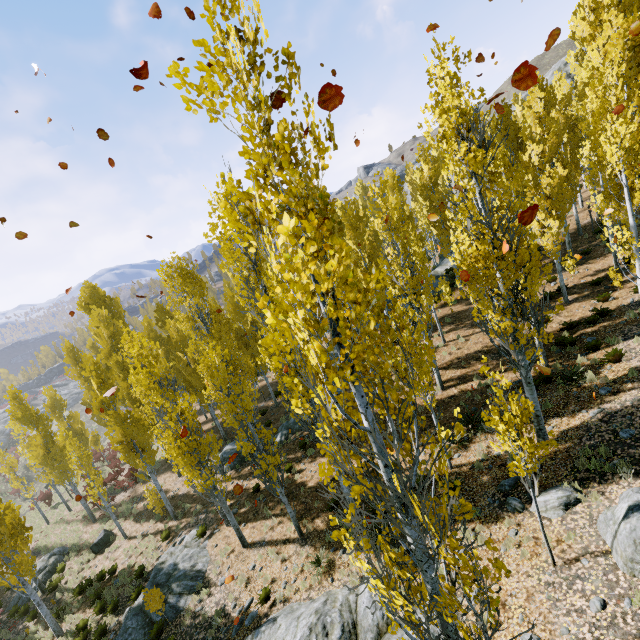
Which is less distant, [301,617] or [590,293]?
[301,617]

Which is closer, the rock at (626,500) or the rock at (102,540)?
the rock at (626,500)

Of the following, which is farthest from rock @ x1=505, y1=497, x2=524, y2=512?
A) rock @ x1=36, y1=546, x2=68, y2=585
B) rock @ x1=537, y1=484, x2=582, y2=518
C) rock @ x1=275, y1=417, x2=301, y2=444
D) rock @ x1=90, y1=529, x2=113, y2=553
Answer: rock @ x1=36, y1=546, x2=68, y2=585

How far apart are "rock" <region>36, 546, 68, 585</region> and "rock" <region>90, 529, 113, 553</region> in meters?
2.7

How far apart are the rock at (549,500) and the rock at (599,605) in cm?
210

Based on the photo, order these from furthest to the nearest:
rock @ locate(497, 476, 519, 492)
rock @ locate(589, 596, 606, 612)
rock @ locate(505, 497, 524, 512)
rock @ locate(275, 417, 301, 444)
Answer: rock @ locate(275, 417, 301, 444) → rock @ locate(497, 476, 519, 492) → rock @ locate(505, 497, 524, 512) → rock @ locate(589, 596, 606, 612)

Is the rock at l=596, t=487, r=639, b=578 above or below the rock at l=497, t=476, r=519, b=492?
above

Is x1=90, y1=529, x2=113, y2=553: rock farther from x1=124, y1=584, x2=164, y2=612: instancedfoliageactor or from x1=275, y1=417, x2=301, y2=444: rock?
x1=275, y1=417, x2=301, y2=444: rock
